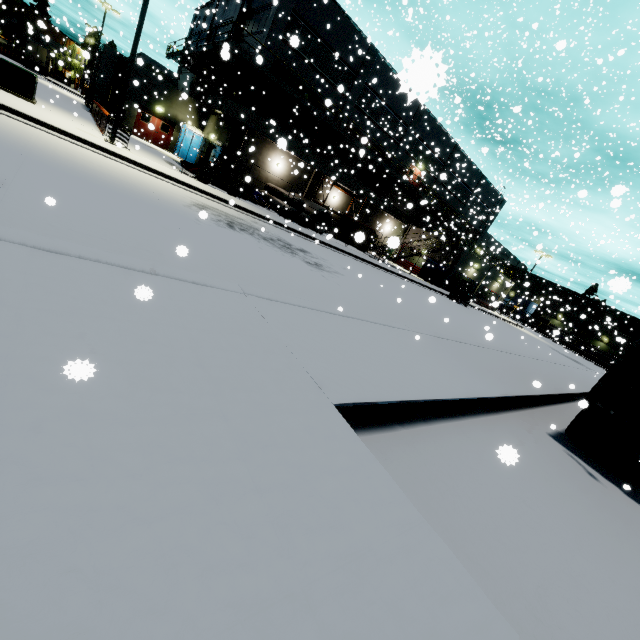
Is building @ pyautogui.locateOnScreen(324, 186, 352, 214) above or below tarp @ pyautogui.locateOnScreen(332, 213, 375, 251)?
above

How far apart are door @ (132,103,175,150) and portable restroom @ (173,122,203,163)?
0.8 meters

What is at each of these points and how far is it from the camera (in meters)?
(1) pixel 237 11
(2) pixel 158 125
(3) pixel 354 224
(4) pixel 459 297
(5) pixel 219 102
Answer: (1) building, 27.19
(2) door, 28.22
(3) tarp, 24.19
(4) forklift, 29.92
(5) vent duct, 22.06

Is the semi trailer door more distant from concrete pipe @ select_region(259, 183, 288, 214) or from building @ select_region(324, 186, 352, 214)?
concrete pipe @ select_region(259, 183, 288, 214)

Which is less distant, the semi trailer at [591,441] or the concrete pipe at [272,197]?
the semi trailer at [591,441]

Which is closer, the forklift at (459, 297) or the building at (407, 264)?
the forklift at (459, 297)

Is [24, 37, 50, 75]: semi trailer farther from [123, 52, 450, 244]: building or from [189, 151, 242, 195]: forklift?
[189, 151, 242, 195]: forklift

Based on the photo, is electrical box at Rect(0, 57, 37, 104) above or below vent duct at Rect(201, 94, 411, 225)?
below
